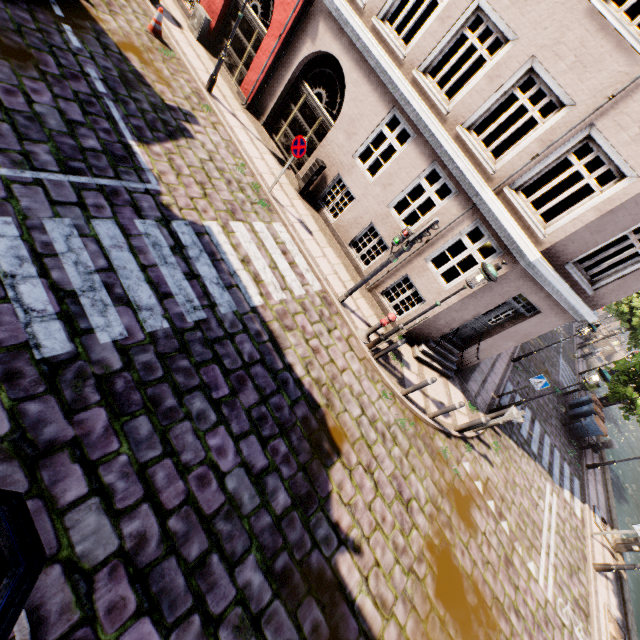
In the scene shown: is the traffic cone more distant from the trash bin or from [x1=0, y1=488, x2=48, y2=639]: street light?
the trash bin

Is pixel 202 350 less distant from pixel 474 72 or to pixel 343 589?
pixel 343 589

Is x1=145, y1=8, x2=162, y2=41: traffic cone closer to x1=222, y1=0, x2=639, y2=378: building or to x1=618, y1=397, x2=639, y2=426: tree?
x1=222, y1=0, x2=639, y2=378: building

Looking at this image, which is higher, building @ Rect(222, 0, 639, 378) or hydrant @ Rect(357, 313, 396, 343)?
building @ Rect(222, 0, 639, 378)

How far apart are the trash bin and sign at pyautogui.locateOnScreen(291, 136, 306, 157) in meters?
19.7

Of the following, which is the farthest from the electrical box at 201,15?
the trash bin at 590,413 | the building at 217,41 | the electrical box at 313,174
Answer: the trash bin at 590,413

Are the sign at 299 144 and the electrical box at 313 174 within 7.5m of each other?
yes

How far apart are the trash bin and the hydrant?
16.1 meters
